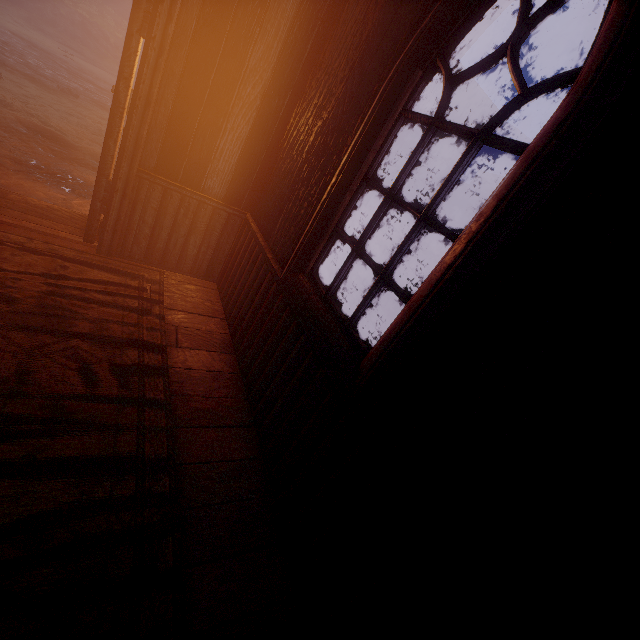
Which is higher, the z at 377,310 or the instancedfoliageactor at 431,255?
the instancedfoliageactor at 431,255

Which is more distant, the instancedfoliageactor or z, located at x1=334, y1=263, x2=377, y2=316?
the instancedfoliageactor

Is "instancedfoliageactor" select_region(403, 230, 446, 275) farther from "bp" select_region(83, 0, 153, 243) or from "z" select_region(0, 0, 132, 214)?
"bp" select_region(83, 0, 153, 243)

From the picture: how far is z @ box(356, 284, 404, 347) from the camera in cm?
714

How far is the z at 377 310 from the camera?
7.1 meters

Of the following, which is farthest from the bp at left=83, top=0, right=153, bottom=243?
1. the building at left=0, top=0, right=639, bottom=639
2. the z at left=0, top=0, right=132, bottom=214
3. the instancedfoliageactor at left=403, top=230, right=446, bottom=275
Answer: the instancedfoliageactor at left=403, top=230, right=446, bottom=275

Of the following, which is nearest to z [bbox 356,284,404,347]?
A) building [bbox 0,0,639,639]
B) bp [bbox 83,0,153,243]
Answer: building [bbox 0,0,639,639]

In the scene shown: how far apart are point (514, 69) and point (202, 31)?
2.2m
